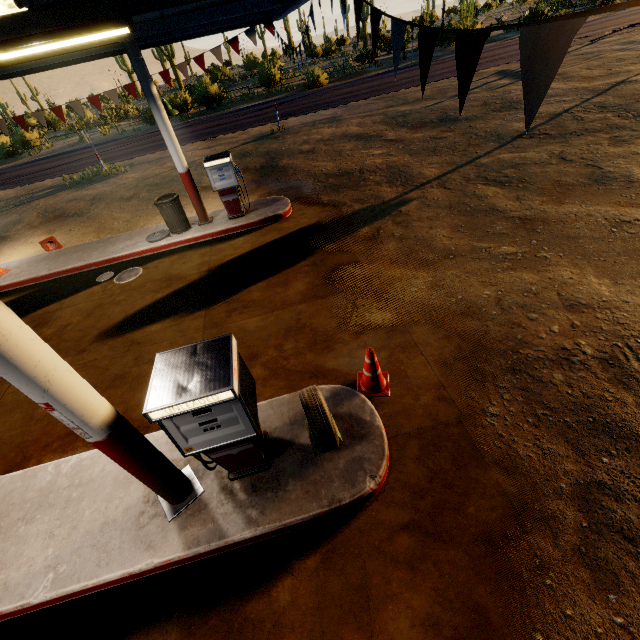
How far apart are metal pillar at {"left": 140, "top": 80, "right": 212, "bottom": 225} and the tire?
6.9 meters

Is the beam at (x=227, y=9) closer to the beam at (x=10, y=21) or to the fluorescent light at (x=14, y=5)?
the beam at (x=10, y=21)

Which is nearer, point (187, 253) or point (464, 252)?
point (464, 252)

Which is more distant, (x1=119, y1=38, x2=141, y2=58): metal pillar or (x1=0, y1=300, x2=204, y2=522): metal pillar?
(x1=119, y1=38, x2=141, y2=58): metal pillar

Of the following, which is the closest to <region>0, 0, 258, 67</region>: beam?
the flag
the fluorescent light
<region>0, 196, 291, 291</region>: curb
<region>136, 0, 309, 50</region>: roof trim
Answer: <region>136, 0, 309, 50</region>: roof trim

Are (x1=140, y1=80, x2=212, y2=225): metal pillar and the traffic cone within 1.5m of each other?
no

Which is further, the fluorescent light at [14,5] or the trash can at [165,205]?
the trash can at [165,205]

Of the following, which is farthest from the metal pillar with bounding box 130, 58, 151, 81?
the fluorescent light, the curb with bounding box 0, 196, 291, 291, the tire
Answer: the tire
